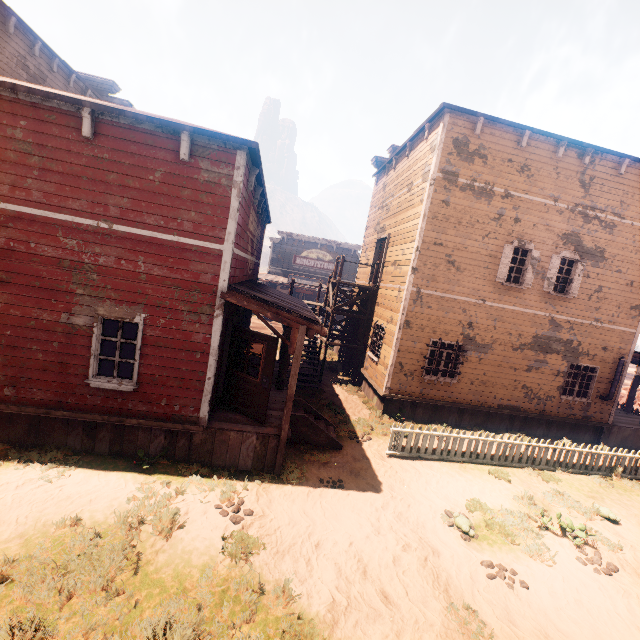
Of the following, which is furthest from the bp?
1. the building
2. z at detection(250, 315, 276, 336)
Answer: z at detection(250, 315, 276, 336)

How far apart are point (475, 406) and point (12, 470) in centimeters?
1359cm

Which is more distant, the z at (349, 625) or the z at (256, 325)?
the z at (256, 325)

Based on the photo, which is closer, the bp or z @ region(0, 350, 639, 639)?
z @ region(0, 350, 639, 639)

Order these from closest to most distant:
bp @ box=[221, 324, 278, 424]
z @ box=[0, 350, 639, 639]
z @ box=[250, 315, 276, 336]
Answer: z @ box=[0, 350, 639, 639]
bp @ box=[221, 324, 278, 424]
z @ box=[250, 315, 276, 336]

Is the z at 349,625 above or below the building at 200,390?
below

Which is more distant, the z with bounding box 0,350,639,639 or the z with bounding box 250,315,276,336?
the z with bounding box 250,315,276,336
